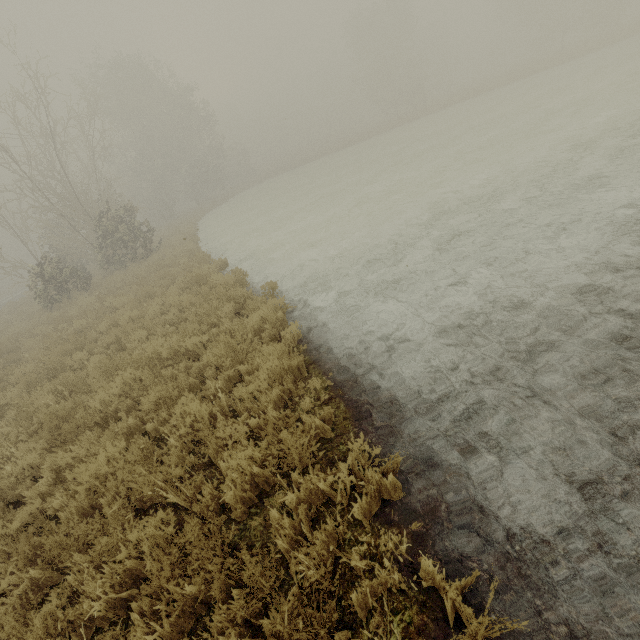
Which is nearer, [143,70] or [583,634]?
[583,634]
